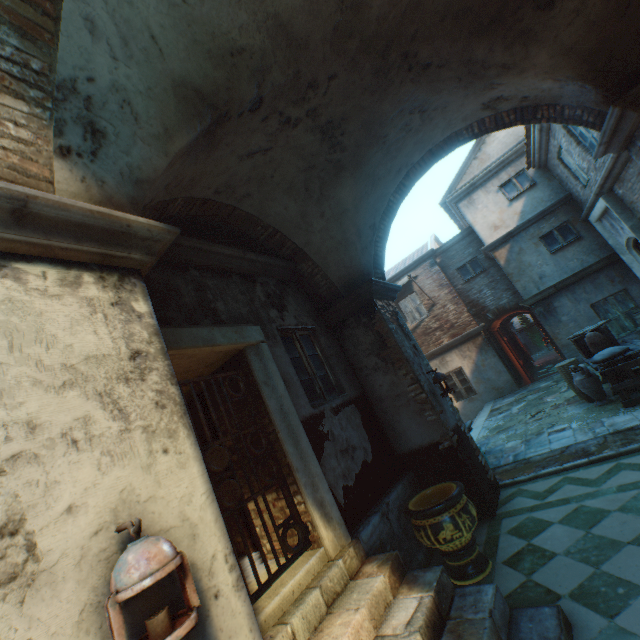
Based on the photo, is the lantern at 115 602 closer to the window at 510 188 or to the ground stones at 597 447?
the ground stones at 597 447

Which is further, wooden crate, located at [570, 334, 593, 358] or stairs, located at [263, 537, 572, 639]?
wooden crate, located at [570, 334, 593, 358]

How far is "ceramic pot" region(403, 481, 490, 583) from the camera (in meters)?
3.55

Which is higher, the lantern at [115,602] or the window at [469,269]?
the window at [469,269]

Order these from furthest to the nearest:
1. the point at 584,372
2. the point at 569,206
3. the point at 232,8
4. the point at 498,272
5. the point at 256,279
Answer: the point at 498,272 < the point at 569,206 < the point at 584,372 < the point at 256,279 < the point at 232,8

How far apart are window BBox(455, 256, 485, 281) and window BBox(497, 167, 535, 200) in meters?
2.6 m

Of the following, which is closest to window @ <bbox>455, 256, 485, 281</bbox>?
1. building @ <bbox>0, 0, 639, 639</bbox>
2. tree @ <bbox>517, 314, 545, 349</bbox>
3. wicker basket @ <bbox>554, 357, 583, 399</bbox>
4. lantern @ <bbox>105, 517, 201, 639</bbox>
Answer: building @ <bbox>0, 0, 639, 639</bbox>

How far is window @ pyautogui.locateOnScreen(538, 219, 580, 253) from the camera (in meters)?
11.17
